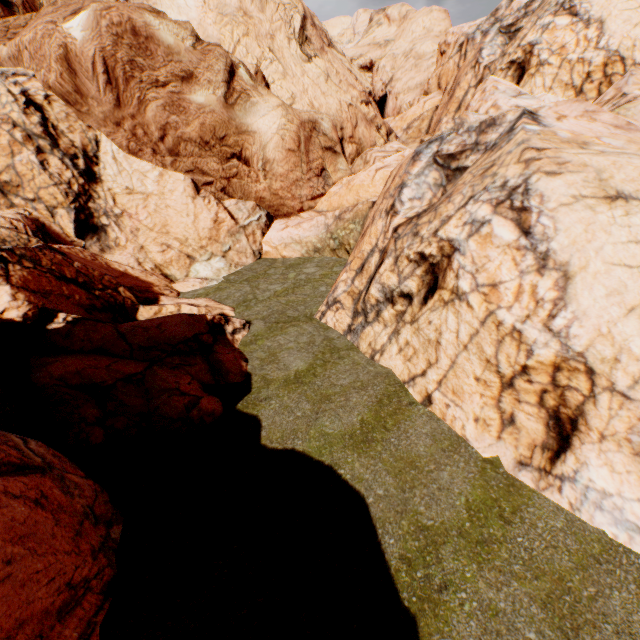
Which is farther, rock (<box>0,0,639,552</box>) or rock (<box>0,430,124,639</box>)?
rock (<box>0,0,639,552</box>)

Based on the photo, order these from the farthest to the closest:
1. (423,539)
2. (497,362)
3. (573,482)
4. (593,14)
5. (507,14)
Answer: (507,14) → (593,14) → (497,362) → (573,482) → (423,539)

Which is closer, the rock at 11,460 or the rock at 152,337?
the rock at 11,460
